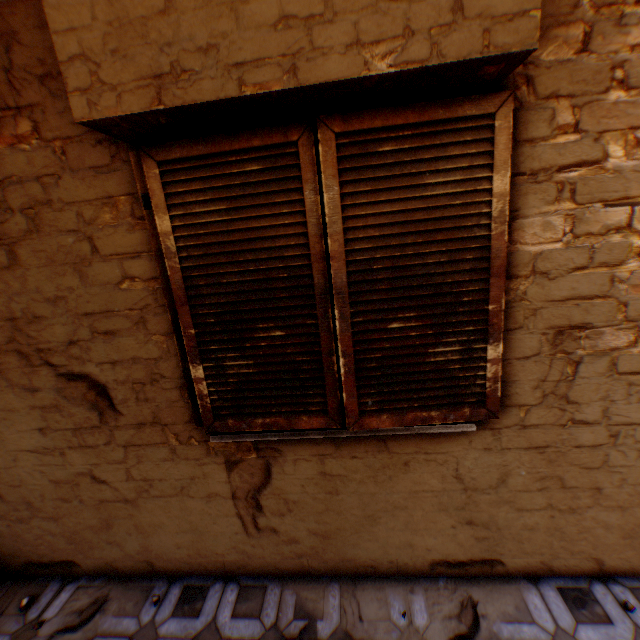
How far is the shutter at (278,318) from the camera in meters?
1.5 m

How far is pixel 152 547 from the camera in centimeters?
232cm

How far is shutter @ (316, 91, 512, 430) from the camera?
1.4m
